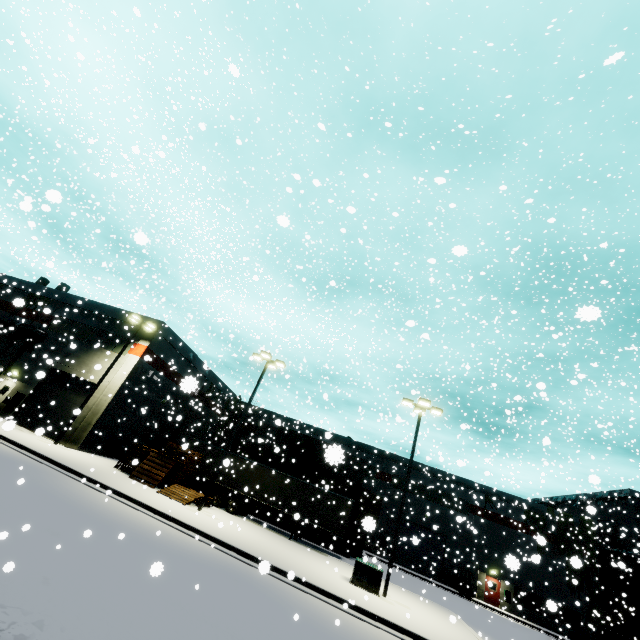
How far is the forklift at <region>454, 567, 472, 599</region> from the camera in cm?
3106

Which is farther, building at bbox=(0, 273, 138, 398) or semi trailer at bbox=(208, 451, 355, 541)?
building at bbox=(0, 273, 138, 398)

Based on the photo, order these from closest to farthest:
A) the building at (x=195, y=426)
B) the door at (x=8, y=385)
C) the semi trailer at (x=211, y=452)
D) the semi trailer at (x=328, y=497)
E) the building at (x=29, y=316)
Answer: the semi trailer at (x=328, y=497) < the building at (x=195, y=426) < the semi trailer at (x=211, y=452) < the door at (x=8, y=385) < the building at (x=29, y=316)

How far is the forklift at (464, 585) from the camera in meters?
31.1

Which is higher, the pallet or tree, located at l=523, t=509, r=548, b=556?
tree, located at l=523, t=509, r=548, b=556

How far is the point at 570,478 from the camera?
38.41m

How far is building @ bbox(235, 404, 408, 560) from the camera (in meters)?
35.66

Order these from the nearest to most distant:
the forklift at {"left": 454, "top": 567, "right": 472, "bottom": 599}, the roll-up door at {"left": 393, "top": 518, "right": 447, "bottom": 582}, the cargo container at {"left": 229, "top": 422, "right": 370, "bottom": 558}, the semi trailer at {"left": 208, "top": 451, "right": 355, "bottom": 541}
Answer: the semi trailer at {"left": 208, "top": 451, "right": 355, "bottom": 541}
the cargo container at {"left": 229, "top": 422, "right": 370, "bottom": 558}
the forklift at {"left": 454, "top": 567, "right": 472, "bottom": 599}
the roll-up door at {"left": 393, "top": 518, "right": 447, "bottom": 582}
